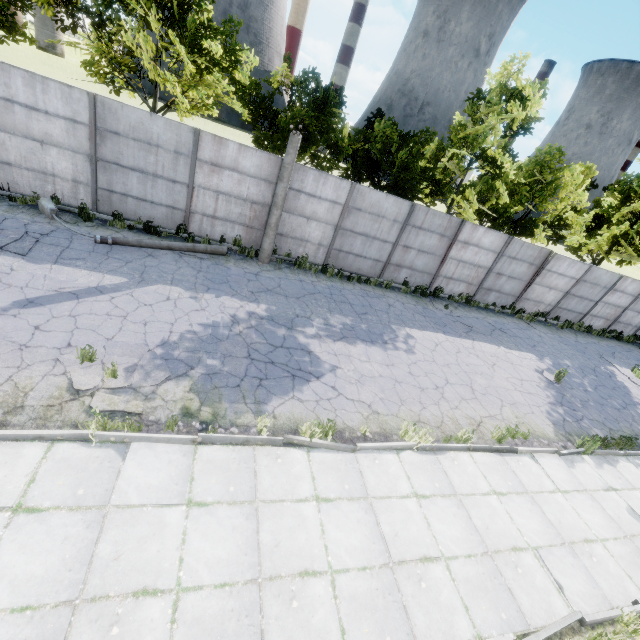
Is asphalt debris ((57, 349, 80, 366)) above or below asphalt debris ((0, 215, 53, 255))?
below

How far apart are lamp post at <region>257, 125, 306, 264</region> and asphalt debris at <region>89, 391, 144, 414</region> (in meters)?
6.48

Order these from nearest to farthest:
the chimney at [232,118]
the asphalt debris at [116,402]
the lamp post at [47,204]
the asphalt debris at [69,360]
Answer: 1. the asphalt debris at [116,402]
2. the asphalt debris at [69,360]
3. the lamp post at [47,204]
4. the chimney at [232,118]

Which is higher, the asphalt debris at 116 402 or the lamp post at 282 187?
the lamp post at 282 187

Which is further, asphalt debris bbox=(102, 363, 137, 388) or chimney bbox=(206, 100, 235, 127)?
chimney bbox=(206, 100, 235, 127)

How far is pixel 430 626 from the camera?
4.3 meters

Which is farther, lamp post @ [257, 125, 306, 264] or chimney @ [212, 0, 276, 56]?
chimney @ [212, 0, 276, 56]

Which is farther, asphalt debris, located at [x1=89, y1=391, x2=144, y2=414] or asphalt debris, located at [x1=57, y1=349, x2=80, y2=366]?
asphalt debris, located at [x1=57, y1=349, x2=80, y2=366]
